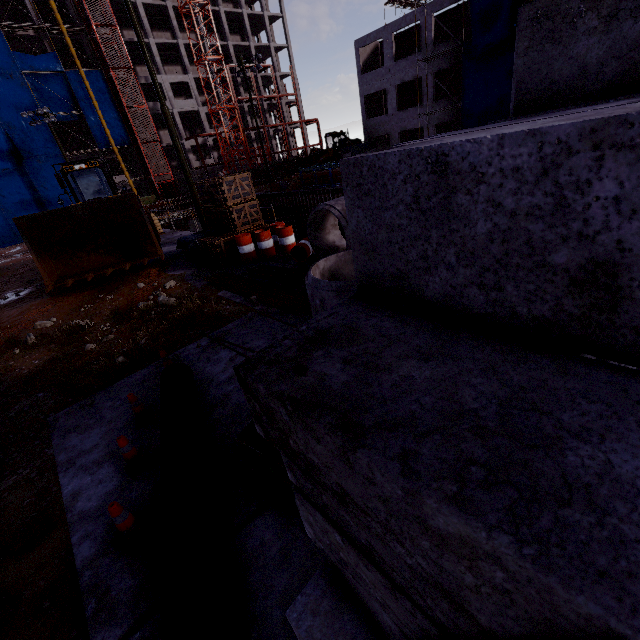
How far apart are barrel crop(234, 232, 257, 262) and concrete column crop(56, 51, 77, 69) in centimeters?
5074cm

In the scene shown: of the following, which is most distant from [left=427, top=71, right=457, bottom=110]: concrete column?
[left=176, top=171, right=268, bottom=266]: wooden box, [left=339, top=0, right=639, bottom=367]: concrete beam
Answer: [left=339, top=0, right=639, bottom=367]: concrete beam

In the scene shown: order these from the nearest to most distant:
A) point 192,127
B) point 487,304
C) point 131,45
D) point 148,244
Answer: point 487,304
point 148,244
point 131,45
point 192,127

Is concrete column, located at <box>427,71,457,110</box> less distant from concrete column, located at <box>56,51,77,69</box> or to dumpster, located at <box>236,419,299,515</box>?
dumpster, located at <box>236,419,299,515</box>

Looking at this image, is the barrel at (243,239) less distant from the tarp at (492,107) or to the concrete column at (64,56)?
the tarp at (492,107)

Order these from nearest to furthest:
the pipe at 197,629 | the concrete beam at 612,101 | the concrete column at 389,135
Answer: the concrete beam at 612,101 → the pipe at 197,629 → the concrete column at 389,135

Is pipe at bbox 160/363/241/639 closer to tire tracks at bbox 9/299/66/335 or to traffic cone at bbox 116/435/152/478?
traffic cone at bbox 116/435/152/478

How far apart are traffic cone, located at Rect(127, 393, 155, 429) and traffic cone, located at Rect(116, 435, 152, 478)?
0.6 meters
